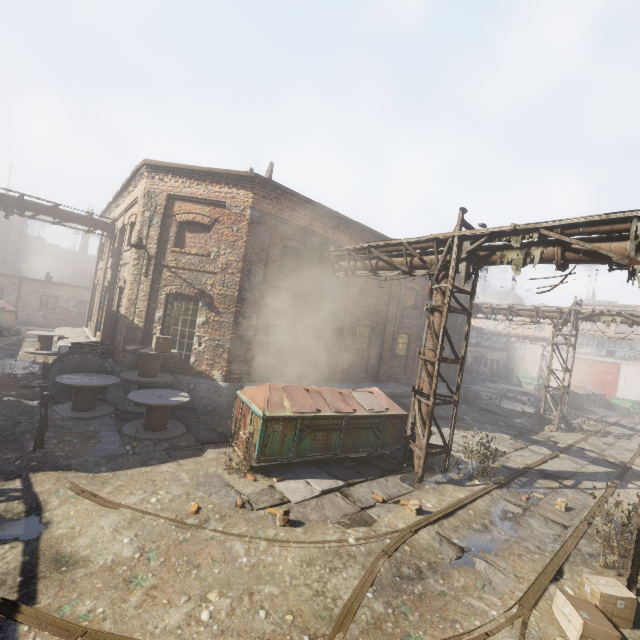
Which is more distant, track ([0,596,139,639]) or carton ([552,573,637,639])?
carton ([552,573,637,639])

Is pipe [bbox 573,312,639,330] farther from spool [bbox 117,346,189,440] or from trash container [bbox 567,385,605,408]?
trash container [bbox 567,385,605,408]

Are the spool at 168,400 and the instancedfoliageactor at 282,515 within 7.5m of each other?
yes

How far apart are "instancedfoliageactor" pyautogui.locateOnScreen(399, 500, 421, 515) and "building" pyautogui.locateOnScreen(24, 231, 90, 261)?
62.4 meters

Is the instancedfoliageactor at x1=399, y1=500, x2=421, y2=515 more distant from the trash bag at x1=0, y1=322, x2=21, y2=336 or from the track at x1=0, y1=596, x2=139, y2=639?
the trash bag at x1=0, y1=322, x2=21, y2=336

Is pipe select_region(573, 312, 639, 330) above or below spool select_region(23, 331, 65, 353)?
above

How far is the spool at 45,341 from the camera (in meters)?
15.61

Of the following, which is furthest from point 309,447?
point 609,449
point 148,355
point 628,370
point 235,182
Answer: point 628,370
